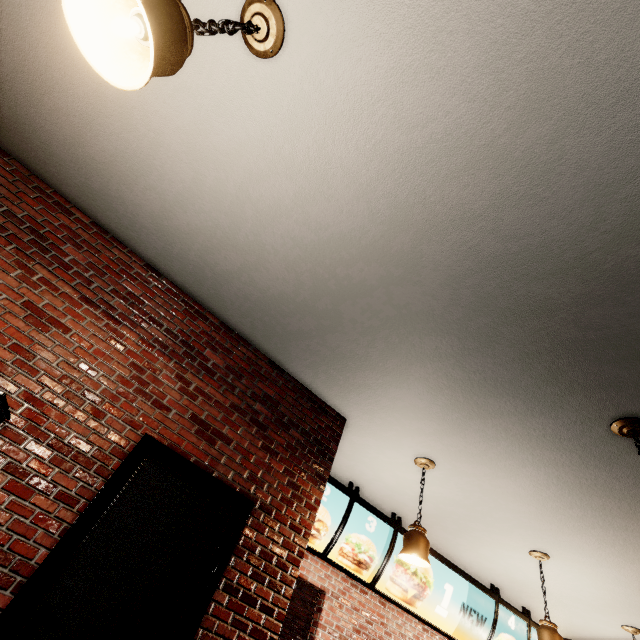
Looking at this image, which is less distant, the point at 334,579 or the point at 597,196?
the point at 597,196
